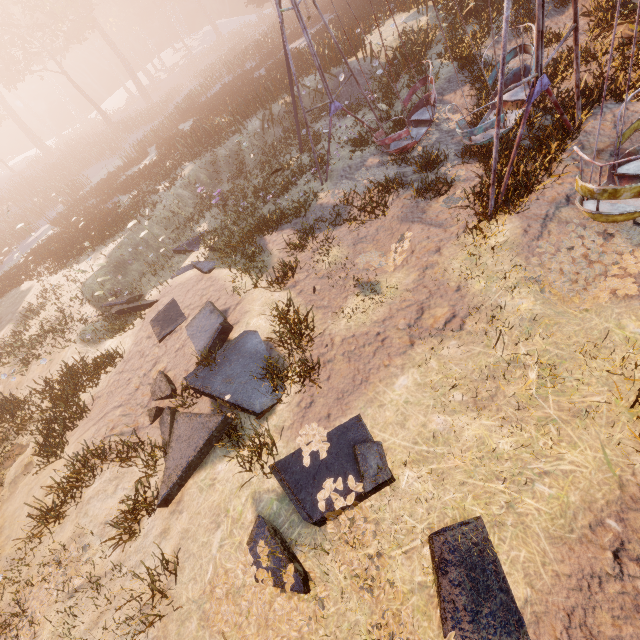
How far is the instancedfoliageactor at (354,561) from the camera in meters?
3.9

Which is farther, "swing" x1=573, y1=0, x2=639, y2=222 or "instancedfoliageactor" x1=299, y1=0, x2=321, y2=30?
"instancedfoliageactor" x1=299, y1=0, x2=321, y2=30

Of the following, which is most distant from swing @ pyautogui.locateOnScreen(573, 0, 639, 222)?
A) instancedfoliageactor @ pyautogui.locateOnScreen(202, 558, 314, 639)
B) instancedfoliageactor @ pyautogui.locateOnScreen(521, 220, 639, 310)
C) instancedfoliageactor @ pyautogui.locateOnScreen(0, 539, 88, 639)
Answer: instancedfoliageactor @ pyautogui.locateOnScreen(0, 539, 88, 639)

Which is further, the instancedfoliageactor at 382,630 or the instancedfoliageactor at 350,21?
the instancedfoliageactor at 350,21

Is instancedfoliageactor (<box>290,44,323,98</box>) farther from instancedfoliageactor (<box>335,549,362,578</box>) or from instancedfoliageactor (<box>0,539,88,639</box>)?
instancedfoliageactor (<box>335,549,362,578</box>)

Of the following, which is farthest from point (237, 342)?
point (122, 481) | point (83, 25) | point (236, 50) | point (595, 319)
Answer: point (83, 25)

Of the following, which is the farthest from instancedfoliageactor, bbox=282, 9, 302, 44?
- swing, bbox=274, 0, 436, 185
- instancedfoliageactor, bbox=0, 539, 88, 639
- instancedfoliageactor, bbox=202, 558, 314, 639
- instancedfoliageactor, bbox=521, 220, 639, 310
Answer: instancedfoliageactor, bbox=521, 220, 639, 310

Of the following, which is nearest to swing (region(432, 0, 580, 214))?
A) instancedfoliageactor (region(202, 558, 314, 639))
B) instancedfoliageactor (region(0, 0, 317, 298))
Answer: instancedfoliageactor (region(202, 558, 314, 639))
